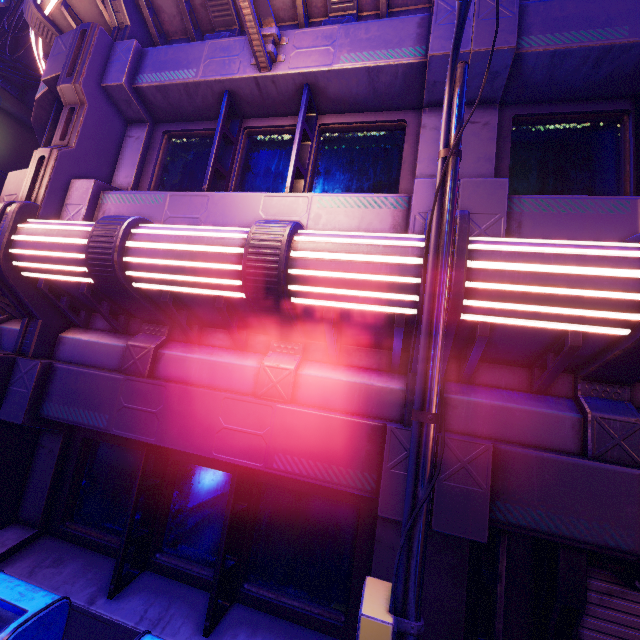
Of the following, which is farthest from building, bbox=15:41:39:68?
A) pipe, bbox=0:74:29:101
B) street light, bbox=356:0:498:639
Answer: street light, bbox=356:0:498:639

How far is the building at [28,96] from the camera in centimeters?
2258cm

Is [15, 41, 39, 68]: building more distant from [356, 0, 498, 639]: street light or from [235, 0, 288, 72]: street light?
[356, 0, 498, 639]: street light

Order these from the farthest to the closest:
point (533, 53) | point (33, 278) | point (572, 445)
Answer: point (33, 278)
point (533, 53)
point (572, 445)

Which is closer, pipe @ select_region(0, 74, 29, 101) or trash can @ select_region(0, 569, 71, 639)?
trash can @ select_region(0, 569, 71, 639)

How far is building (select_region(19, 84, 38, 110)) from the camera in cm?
2258

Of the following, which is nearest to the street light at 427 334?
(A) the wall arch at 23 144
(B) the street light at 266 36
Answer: (B) the street light at 266 36

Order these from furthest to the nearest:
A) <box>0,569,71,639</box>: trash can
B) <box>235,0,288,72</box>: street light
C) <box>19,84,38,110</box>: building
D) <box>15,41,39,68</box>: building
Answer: <box>15,41,39,68</box>: building < <box>19,84,38,110</box>: building < <box>235,0,288,72</box>: street light < <box>0,569,71,639</box>: trash can
